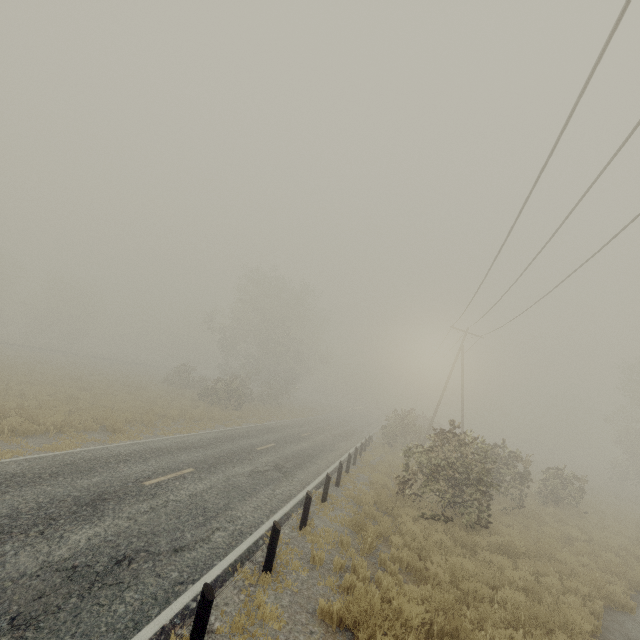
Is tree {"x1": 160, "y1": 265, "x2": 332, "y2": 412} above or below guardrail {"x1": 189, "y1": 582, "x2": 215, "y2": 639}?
above

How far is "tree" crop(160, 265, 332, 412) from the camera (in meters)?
35.06

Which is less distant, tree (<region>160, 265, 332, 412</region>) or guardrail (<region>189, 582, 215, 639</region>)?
guardrail (<region>189, 582, 215, 639</region>)

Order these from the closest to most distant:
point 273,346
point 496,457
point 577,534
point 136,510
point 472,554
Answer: point 136,510, point 472,554, point 496,457, point 577,534, point 273,346

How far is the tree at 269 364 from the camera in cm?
3506

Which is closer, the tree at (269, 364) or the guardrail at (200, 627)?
the guardrail at (200, 627)
